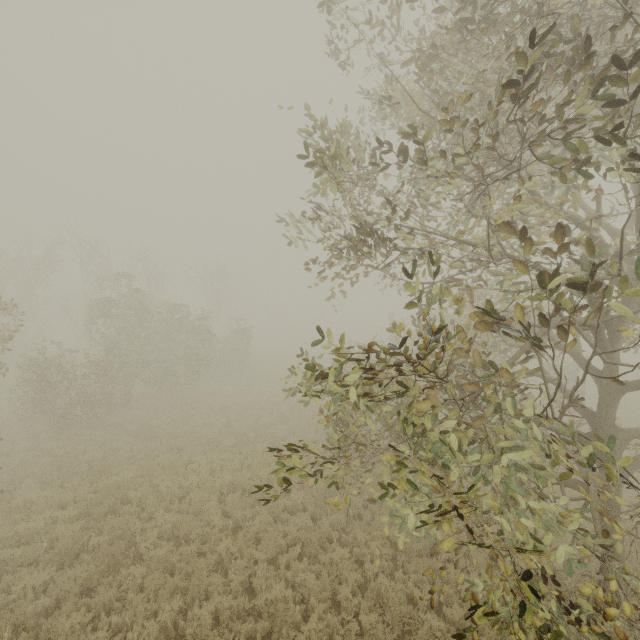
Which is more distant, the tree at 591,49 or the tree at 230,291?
the tree at 230,291

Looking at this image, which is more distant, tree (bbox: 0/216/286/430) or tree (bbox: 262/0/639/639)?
tree (bbox: 0/216/286/430)

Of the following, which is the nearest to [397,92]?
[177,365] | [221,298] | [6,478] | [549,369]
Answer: [6,478]
